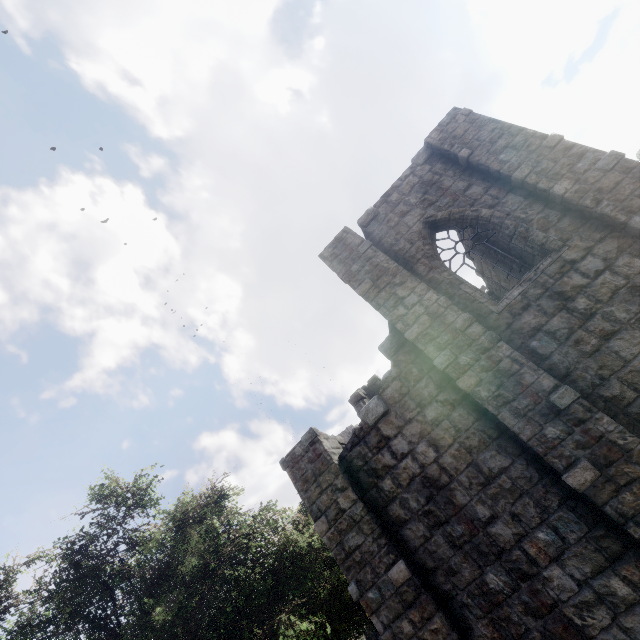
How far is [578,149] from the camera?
7.4 meters
